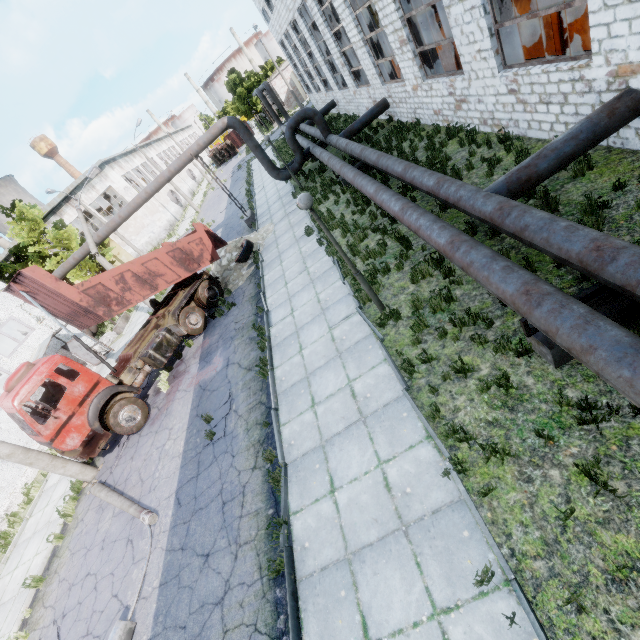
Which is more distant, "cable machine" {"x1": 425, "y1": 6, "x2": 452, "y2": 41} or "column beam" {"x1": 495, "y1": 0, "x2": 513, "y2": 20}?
"cable machine" {"x1": 425, "y1": 6, "x2": 452, "y2": 41}

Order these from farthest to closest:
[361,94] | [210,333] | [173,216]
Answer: [173,216] → [361,94] → [210,333]

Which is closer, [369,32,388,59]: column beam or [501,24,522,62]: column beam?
[501,24,522,62]: column beam

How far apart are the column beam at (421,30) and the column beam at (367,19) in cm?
413

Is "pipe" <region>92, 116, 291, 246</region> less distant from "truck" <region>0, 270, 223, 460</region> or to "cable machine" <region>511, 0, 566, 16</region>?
"cable machine" <region>511, 0, 566, 16</region>

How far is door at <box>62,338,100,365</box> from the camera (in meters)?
19.50

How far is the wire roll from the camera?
15.88m

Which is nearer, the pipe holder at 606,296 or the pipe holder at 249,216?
the pipe holder at 606,296
